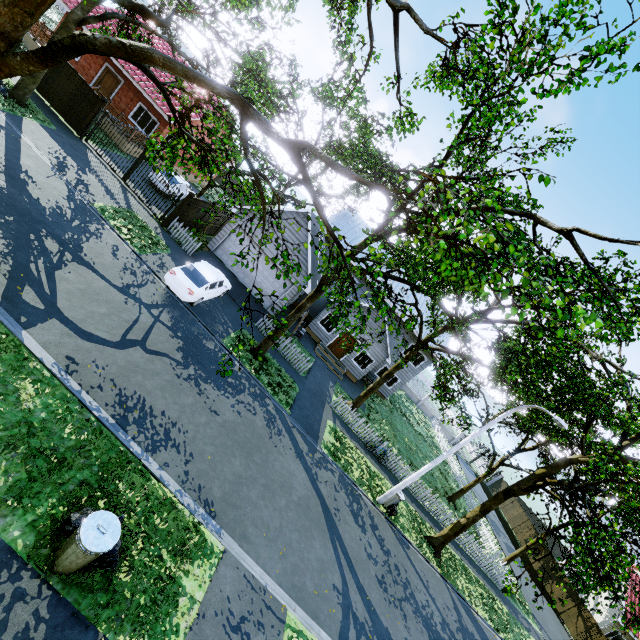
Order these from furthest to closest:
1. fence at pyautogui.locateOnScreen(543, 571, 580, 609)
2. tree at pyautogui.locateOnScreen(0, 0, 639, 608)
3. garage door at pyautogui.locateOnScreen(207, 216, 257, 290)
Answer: fence at pyautogui.locateOnScreen(543, 571, 580, 609) < garage door at pyautogui.locateOnScreen(207, 216, 257, 290) < tree at pyautogui.locateOnScreen(0, 0, 639, 608)

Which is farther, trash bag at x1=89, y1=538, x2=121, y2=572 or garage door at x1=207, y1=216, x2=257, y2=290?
garage door at x1=207, y1=216, x2=257, y2=290

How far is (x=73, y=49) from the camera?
4.77m

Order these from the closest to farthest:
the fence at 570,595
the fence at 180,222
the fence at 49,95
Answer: the fence at 49,95 < the fence at 180,222 < the fence at 570,595

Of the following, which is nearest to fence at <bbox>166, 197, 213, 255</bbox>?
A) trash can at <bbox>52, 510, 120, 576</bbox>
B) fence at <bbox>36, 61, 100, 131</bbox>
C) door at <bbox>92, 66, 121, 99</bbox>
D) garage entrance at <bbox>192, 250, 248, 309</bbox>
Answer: garage entrance at <bbox>192, 250, 248, 309</bbox>

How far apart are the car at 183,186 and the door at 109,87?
6.79m

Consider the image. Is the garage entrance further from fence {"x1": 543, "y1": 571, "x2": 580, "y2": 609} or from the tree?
the tree

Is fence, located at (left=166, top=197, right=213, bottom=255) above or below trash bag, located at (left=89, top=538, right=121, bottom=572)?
above
